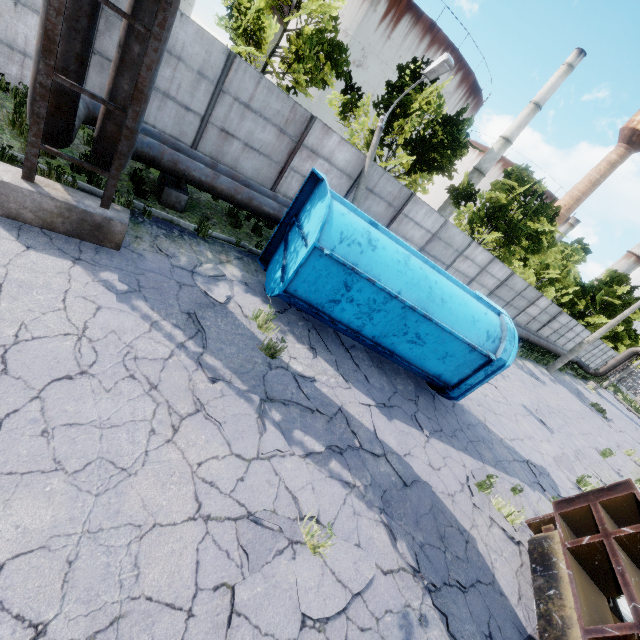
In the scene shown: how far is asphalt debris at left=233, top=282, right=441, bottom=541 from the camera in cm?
520

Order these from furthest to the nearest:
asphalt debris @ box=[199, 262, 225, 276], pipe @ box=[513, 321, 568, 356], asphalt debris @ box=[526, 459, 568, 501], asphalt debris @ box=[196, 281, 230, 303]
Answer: pipe @ box=[513, 321, 568, 356] < asphalt debris @ box=[526, 459, 568, 501] < asphalt debris @ box=[199, 262, 225, 276] < asphalt debris @ box=[196, 281, 230, 303]

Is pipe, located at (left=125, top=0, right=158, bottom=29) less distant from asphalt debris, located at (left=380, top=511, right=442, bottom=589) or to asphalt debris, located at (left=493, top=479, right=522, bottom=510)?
asphalt debris, located at (left=380, top=511, right=442, bottom=589)

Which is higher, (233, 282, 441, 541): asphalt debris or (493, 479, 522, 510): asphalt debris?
(493, 479, 522, 510): asphalt debris

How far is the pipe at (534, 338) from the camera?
21.73m

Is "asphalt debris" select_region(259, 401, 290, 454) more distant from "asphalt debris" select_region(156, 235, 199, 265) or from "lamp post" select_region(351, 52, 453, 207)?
"lamp post" select_region(351, 52, 453, 207)

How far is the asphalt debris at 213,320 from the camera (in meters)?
4.49

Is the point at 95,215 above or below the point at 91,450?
above
